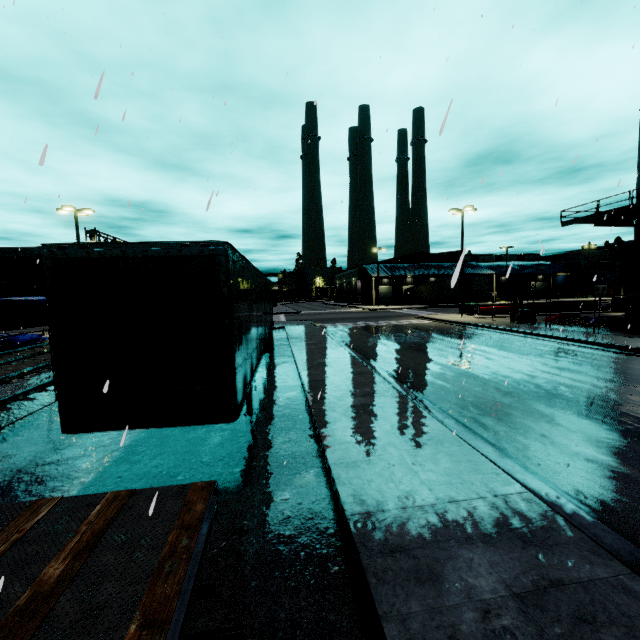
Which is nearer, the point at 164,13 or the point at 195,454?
the point at 195,454

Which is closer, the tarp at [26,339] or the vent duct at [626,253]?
the tarp at [26,339]

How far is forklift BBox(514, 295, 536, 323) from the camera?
23.78m

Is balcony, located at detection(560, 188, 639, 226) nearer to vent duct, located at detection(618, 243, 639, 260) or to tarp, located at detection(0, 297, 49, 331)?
vent duct, located at detection(618, 243, 639, 260)

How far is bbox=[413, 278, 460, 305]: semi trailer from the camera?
49.2 meters

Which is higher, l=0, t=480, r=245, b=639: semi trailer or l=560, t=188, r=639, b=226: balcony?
l=560, t=188, r=639, b=226: balcony

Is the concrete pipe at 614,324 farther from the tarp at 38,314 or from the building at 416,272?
the tarp at 38,314
